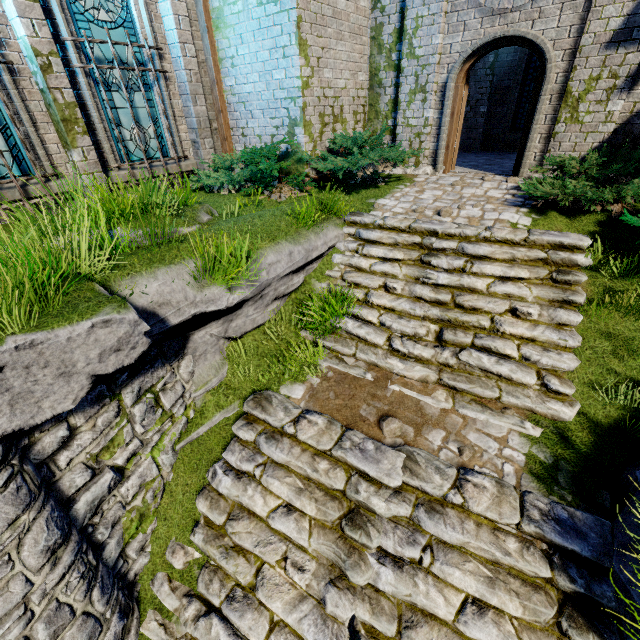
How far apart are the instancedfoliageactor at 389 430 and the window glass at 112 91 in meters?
8.2

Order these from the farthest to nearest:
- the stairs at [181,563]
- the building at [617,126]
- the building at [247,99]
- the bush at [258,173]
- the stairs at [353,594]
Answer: the bush at [258,173] < the building at [247,99] < the building at [617,126] < the stairs at [181,563] < the stairs at [353,594]

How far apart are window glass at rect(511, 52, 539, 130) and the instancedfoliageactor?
13.16m

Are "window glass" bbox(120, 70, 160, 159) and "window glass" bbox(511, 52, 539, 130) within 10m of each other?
no

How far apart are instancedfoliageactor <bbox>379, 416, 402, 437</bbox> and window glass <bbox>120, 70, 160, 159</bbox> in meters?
8.2

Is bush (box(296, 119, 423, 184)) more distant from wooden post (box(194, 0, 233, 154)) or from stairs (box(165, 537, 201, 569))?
stairs (box(165, 537, 201, 569))

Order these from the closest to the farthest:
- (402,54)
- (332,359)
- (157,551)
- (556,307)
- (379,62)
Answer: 1. (157,551)
2. (556,307)
3. (332,359)
4. (402,54)
5. (379,62)

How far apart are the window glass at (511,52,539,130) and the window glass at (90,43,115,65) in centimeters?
1231cm
